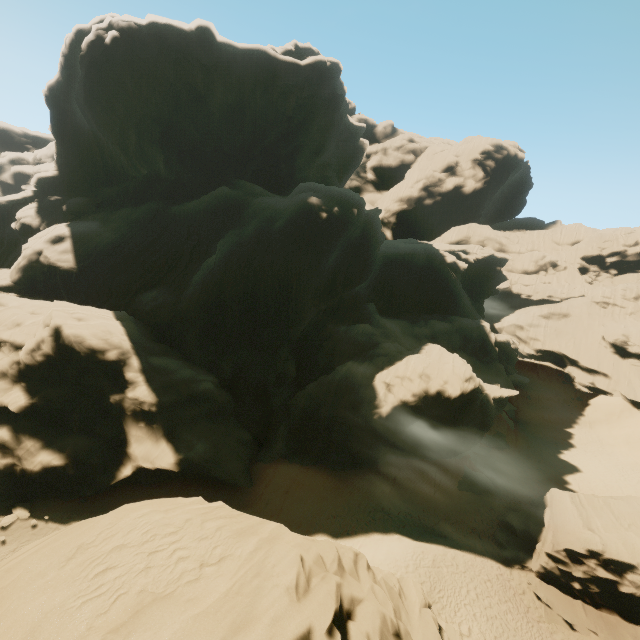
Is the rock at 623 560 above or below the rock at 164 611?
below

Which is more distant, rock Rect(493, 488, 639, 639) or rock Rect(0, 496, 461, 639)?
rock Rect(493, 488, 639, 639)

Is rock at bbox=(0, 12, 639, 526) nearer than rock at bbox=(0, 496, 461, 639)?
No

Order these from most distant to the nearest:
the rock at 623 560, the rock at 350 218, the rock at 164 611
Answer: the rock at 350 218, the rock at 623 560, the rock at 164 611

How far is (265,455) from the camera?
28.2 meters

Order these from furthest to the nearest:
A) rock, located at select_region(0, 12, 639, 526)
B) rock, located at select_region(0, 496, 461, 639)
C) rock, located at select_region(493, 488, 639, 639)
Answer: rock, located at select_region(0, 12, 639, 526) → rock, located at select_region(493, 488, 639, 639) → rock, located at select_region(0, 496, 461, 639)

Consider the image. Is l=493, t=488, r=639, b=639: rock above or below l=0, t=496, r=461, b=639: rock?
below
